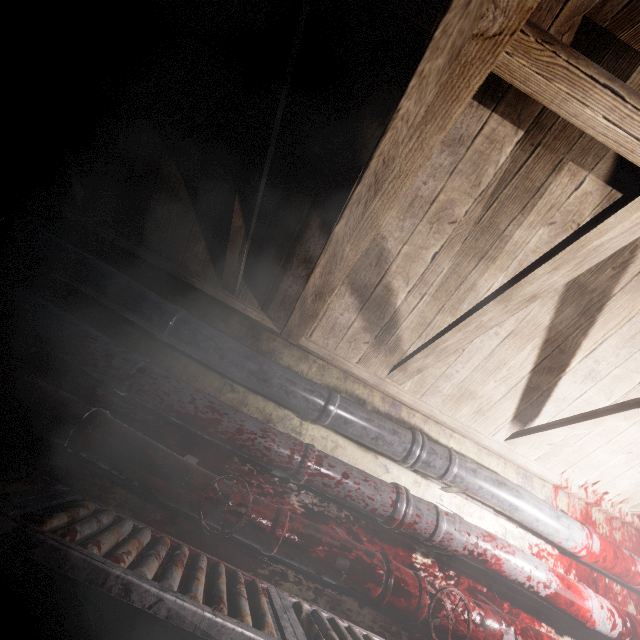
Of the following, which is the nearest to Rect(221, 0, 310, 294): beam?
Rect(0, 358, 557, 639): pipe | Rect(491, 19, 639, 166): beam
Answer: Rect(491, 19, 639, 166): beam

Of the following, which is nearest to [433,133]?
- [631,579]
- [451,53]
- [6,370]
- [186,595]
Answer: [451,53]

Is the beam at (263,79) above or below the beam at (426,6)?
below

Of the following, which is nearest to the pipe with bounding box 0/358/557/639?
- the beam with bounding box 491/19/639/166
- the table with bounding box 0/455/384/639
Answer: the table with bounding box 0/455/384/639

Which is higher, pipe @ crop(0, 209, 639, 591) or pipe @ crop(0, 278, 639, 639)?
pipe @ crop(0, 209, 639, 591)

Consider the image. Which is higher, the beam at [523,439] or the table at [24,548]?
the beam at [523,439]

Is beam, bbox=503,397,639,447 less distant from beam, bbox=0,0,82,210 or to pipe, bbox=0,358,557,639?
beam, bbox=0,0,82,210
